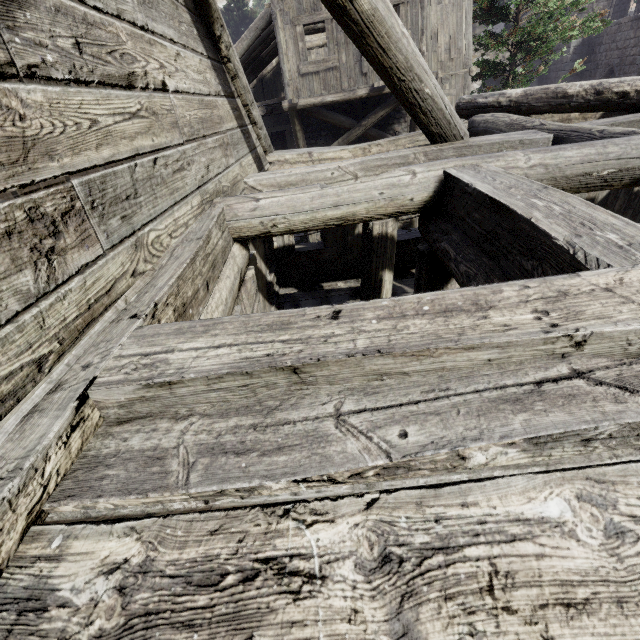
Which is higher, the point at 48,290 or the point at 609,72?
the point at 48,290
